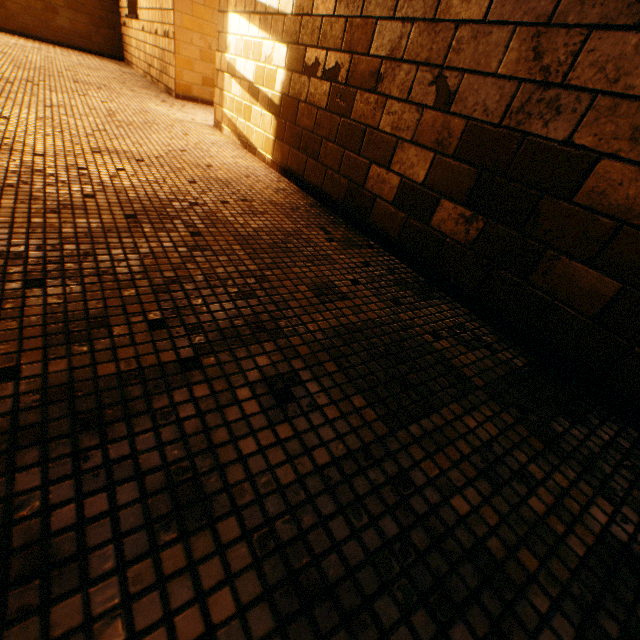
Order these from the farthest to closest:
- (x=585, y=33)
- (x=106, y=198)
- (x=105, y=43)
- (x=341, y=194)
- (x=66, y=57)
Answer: (x=105, y=43) < (x=66, y=57) < (x=341, y=194) < (x=106, y=198) < (x=585, y=33)
